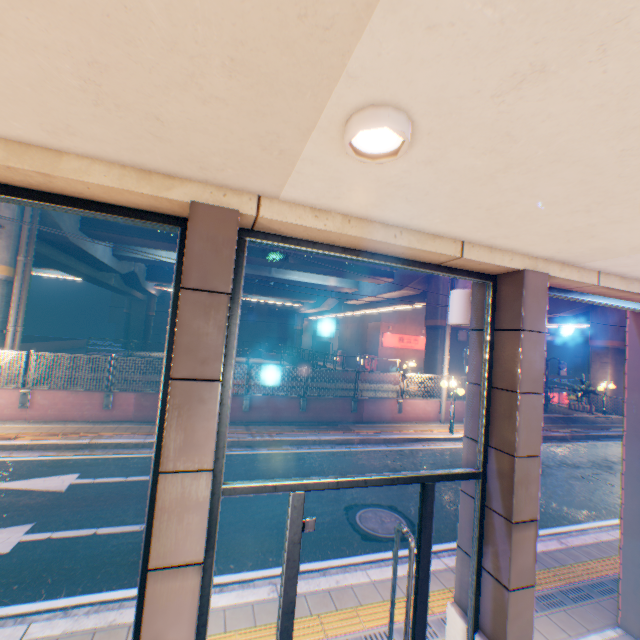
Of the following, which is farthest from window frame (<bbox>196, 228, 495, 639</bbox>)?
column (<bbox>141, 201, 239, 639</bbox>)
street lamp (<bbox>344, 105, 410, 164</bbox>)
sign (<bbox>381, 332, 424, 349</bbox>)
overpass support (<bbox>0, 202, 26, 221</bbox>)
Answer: sign (<bbox>381, 332, 424, 349</bbox>)

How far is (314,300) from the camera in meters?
36.9 m

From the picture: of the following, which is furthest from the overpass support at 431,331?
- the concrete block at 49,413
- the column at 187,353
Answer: the column at 187,353

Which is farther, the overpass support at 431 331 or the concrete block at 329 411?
the overpass support at 431 331

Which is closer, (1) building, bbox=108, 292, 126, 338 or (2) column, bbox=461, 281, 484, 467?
(2) column, bbox=461, 281, 484, 467

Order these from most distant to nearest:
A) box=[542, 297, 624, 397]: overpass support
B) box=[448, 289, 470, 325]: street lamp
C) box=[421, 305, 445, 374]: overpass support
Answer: box=[542, 297, 624, 397]: overpass support, box=[421, 305, 445, 374]: overpass support, box=[448, 289, 470, 325]: street lamp

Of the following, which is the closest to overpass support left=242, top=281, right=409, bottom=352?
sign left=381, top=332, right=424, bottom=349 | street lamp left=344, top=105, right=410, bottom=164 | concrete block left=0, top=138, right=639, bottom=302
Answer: sign left=381, top=332, right=424, bottom=349

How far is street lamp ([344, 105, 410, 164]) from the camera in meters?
1.3
